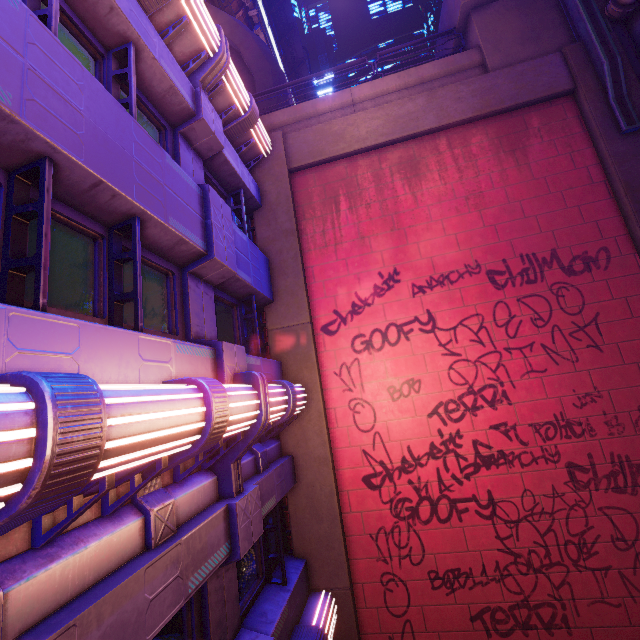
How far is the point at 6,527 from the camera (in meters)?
2.05

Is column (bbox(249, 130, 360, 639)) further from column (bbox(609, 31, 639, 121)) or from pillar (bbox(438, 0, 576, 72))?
column (bbox(609, 31, 639, 121))

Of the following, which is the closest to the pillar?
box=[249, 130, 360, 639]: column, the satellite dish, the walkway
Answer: the satellite dish

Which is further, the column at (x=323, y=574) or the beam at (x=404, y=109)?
the beam at (x=404, y=109)

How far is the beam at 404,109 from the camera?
8.7m

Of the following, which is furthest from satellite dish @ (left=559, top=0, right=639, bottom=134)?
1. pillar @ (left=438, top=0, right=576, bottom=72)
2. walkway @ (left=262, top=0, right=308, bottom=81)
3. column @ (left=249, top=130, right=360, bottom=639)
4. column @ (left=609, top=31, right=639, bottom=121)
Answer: walkway @ (left=262, top=0, right=308, bottom=81)

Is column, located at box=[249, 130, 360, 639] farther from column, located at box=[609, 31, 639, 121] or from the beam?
column, located at box=[609, 31, 639, 121]

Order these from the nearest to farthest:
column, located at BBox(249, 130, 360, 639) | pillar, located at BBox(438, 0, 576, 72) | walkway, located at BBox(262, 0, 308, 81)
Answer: column, located at BBox(249, 130, 360, 639), pillar, located at BBox(438, 0, 576, 72), walkway, located at BBox(262, 0, 308, 81)
